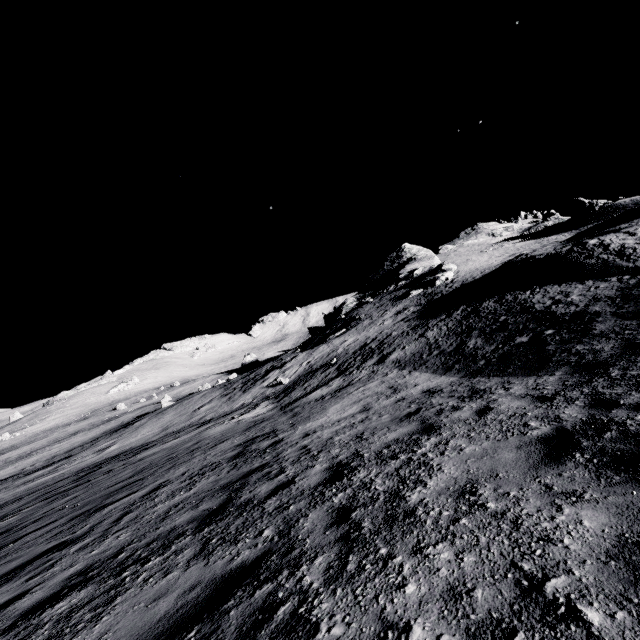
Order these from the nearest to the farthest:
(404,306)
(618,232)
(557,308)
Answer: (557,308), (618,232), (404,306)

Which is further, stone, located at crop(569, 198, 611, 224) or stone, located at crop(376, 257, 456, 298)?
stone, located at crop(569, 198, 611, 224)

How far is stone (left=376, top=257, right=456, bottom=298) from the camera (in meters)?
42.66

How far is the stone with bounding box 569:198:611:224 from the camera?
48.7 meters

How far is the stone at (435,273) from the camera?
42.7 meters

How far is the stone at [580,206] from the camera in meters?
48.7 m
